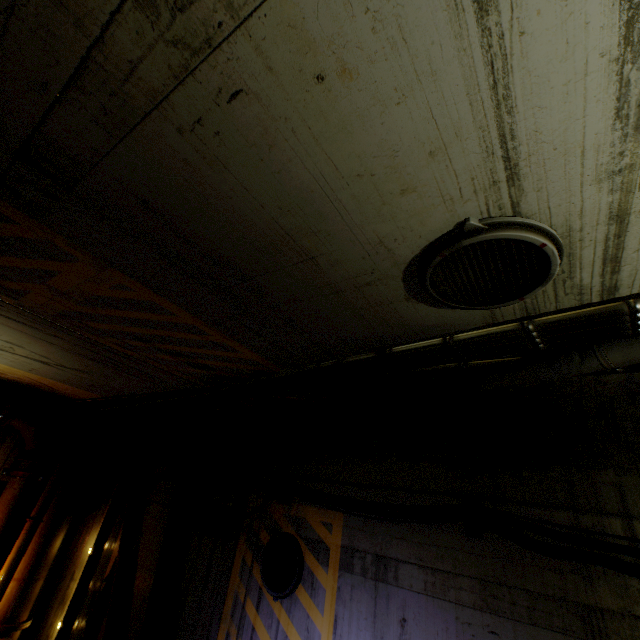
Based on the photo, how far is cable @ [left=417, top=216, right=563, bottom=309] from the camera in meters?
1.8 m

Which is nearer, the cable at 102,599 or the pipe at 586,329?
the pipe at 586,329

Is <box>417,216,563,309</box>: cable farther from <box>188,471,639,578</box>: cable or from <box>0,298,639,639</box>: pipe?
<box>188,471,639,578</box>: cable

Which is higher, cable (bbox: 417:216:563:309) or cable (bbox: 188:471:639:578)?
cable (bbox: 417:216:563:309)

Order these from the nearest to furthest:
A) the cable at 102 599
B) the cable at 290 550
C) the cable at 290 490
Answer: the cable at 290 490
the cable at 290 550
the cable at 102 599

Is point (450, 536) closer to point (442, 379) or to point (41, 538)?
point (442, 379)

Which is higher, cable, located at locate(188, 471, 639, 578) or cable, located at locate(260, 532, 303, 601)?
cable, located at locate(188, 471, 639, 578)
